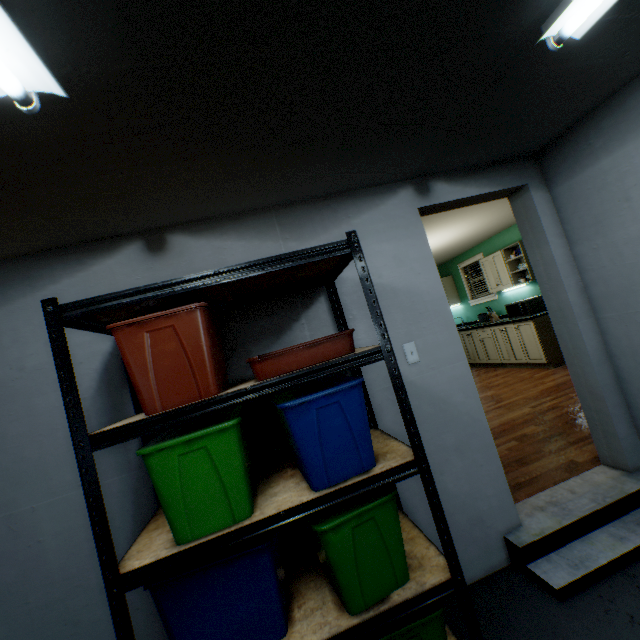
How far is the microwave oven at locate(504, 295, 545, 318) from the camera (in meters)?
5.41

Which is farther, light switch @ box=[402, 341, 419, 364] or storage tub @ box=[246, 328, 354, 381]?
light switch @ box=[402, 341, 419, 364]

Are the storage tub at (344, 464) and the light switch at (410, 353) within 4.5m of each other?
yes

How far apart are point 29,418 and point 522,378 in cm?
587

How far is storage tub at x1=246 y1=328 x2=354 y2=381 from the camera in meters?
1.3 m

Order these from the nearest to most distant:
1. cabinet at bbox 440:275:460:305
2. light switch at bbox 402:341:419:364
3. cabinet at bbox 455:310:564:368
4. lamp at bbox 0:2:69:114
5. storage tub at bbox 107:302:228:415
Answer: lamp at bbox 0:2:69:114 < storage tub at bbox 107:302:228:415 < light switch at bbox 402:341:419:364 < cabinet at bbox 455:310:564:368 < cabinet at bbox 440:275:460:305

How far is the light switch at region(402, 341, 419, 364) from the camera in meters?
2.0 m

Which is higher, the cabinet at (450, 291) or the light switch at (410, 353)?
the cabinet at (450, 291)
